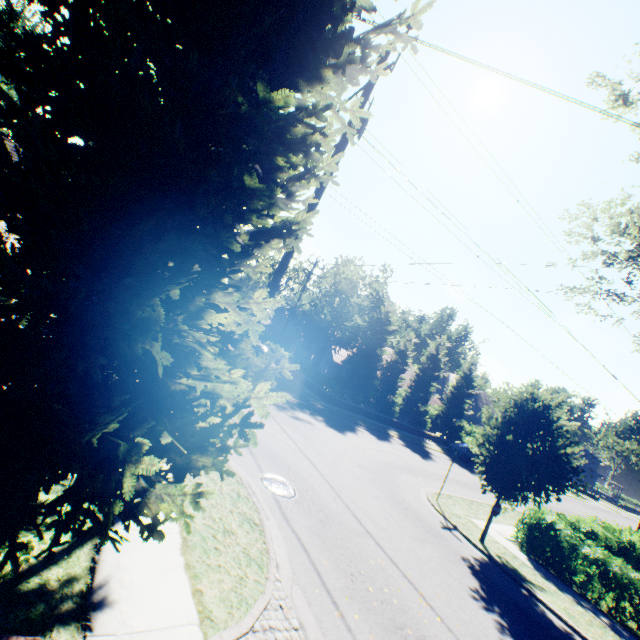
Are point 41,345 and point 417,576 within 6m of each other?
no

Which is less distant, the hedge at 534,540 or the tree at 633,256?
the hedge at 534,540

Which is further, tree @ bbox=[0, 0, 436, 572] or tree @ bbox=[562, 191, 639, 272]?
tree @ bbox=[562, 191, 639, 272]

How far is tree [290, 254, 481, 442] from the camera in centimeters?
2991cm

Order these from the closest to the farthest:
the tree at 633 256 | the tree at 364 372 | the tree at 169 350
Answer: the tree at 169 350 → the tree at 633 256 → the tree at 364 372

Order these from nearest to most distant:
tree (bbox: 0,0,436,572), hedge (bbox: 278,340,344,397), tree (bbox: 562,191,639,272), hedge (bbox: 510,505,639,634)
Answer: tree (bbox: 0,0,436,572) → hedge (bbox: 510,505,639,634) → tree (bbox: 562,191,639,272) → hedge (bbox: 278,340,344,397)

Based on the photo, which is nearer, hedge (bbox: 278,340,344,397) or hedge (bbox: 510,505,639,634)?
hedge (bbox: 510,505,639,634)
